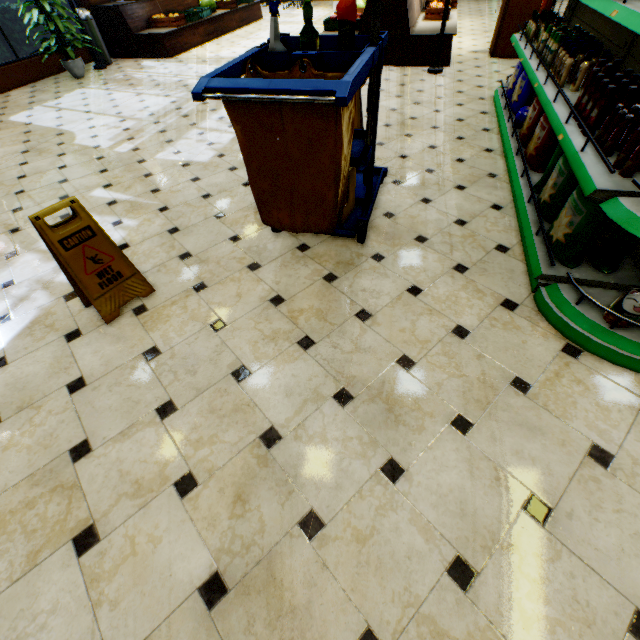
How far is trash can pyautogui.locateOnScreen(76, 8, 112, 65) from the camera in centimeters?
700cm

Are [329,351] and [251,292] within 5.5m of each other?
yes

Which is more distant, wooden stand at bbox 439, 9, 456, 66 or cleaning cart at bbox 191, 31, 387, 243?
wooden stand at bbox 439, 9, 456, 66

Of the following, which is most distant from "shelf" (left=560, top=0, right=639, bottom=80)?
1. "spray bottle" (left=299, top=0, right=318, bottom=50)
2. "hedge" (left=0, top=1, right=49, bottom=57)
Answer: "hedge" (left=0, top=1, right=49, bottom=57)

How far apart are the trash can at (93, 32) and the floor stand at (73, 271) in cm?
846

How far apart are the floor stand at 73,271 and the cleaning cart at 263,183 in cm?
98

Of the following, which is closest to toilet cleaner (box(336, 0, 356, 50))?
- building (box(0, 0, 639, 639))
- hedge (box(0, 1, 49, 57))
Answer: building (box(0, 0, 639, 639))

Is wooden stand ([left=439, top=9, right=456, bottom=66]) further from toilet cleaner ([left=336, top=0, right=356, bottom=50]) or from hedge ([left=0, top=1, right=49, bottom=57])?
hedge ([left=0, top=1, right=49, bottom=57])
